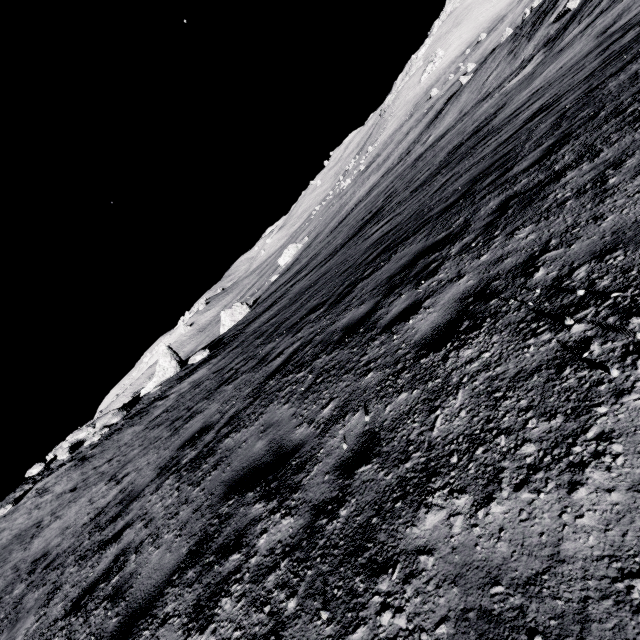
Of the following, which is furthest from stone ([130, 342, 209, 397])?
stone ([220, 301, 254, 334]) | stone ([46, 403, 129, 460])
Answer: stone ([220, 301, 254, 334])

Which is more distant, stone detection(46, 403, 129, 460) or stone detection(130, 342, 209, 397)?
stone detection(130, 342, 209, 397)

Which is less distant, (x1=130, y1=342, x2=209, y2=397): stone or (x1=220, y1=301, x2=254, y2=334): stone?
(x1=130, y1=342, x2=209, y2=397): stone

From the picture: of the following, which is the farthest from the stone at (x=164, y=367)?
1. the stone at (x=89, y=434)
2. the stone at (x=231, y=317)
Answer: the stone at (x=231, y=317)

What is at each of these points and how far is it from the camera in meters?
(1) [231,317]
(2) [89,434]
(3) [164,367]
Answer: (1) stone, 44.9
(2) stone, 18.2
(3) stone, 20.9

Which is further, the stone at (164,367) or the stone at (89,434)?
the stone at (164,367)
